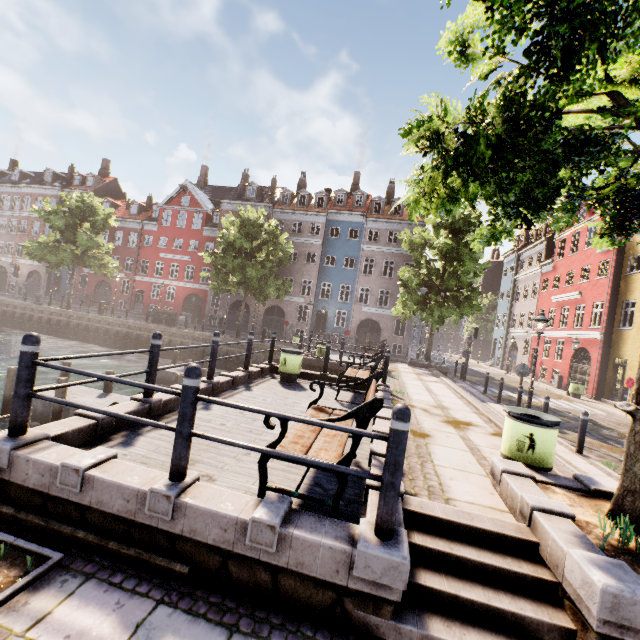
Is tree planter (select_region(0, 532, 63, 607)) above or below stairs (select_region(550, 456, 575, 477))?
below

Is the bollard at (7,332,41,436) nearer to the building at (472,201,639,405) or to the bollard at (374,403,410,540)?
the bollard at (374,403,410,540)

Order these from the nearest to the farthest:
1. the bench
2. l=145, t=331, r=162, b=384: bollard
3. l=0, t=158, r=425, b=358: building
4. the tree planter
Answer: the tree planter
the bench
l=145, t=331, r=162, b=384: bollard
l=0, t=158, r=425, b=358: building

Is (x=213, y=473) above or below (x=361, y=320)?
below

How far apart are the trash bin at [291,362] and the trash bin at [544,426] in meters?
5.9

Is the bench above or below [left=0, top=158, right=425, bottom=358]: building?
below

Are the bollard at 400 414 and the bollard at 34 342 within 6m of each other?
yes

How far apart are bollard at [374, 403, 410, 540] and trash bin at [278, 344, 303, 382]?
7.13m
